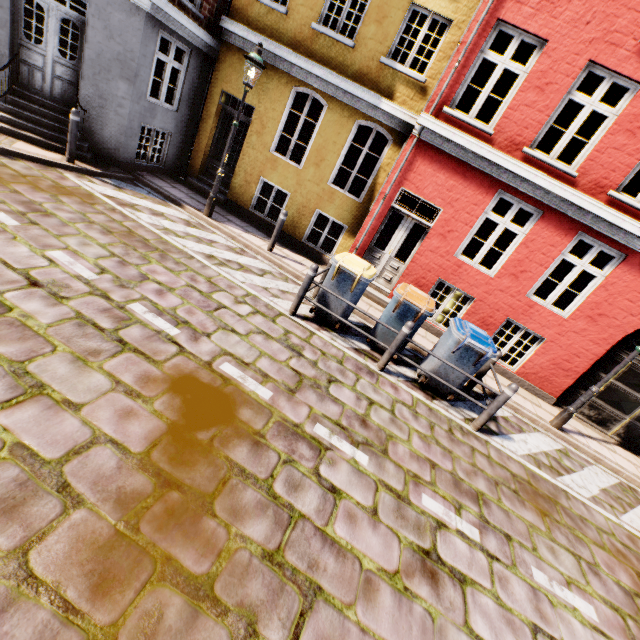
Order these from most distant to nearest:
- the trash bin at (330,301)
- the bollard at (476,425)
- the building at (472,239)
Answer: the building at (472,239), the trash bin at (330,301), the bollard at (476,425)

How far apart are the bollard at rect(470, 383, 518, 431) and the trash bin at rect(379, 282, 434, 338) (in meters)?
1.73

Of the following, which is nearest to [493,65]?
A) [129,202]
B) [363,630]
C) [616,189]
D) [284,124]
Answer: [284,124]

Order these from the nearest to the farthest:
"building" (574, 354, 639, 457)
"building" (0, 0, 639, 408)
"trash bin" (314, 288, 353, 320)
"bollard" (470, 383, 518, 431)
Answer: "bollard" (470, 383, 518, 431)
"trash bin" (314, 288, 353, 320)
"building" (0, 0, 639, 408)
"building" (574, 354, 639, 457)

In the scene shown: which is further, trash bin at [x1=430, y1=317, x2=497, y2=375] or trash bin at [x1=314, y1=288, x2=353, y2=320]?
trash bin at [x1=314, y1=288, x2=353, y2=320]

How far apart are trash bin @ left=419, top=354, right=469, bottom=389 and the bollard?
0.49m

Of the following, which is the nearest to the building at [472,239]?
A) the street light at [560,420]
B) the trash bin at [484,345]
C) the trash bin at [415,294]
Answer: the trash bin at [415,294]

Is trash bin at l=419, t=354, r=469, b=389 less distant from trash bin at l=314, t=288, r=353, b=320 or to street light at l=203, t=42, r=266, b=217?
trash bin at l=314, t=288, r=353, b=320
